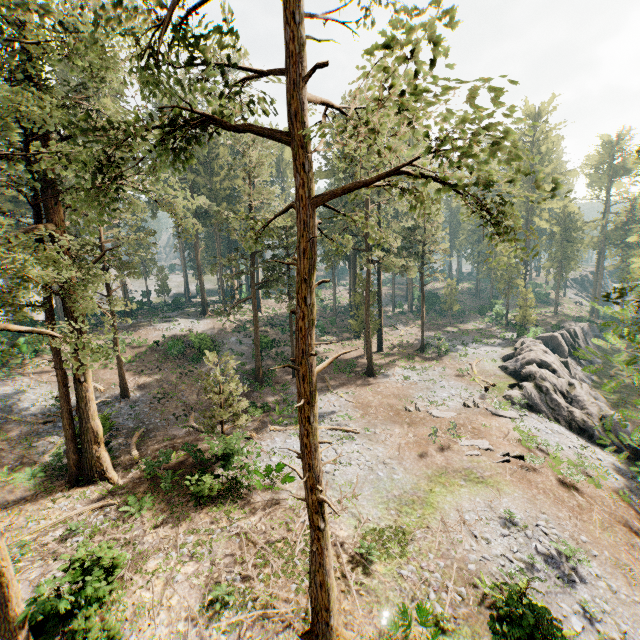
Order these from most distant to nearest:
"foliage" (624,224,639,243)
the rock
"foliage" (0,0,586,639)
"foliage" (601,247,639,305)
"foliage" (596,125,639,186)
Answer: "foliage" (624,224,639,243) < the rock < "foliage" (596,125,639,186) < "foliage" (601,247,639,305) < "foliage" (0,0,586,639)

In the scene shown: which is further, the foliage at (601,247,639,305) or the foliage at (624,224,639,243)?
the foliage at (624,224,639,243)

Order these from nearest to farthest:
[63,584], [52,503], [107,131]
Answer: [107,131] → [63,584] → [52,503]

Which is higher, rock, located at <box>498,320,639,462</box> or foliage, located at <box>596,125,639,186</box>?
foliage, located at <box>596,125,639,186</box>

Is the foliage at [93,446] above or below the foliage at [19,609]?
above

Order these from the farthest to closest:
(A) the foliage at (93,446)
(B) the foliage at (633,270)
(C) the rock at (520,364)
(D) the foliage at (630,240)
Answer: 1. (D) the foliage at (630,240)
2. (C) the rock at (520,364)
3. (B) the foliage at (633,270)
4. (A) the foliage at (93,446)
